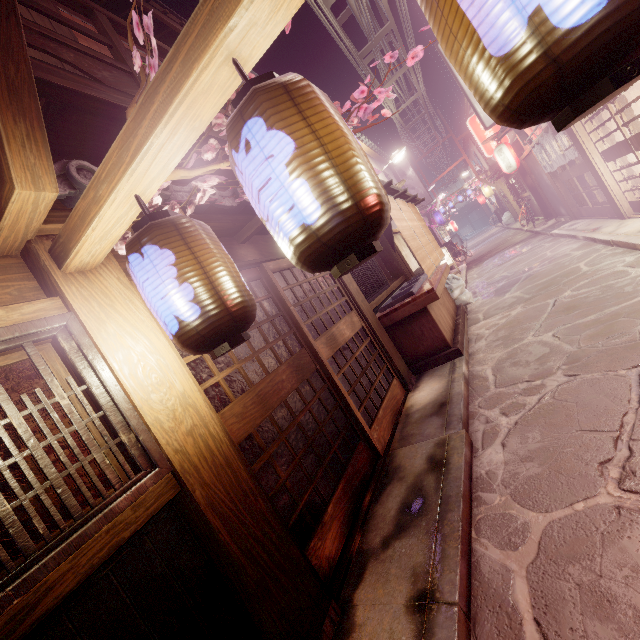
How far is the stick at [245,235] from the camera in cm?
660

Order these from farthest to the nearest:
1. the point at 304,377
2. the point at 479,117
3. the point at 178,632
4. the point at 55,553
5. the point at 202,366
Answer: the point at 479,117 < the point at 304,377 < the point at 202,366 < the point at 178,632 < the point at 55,553

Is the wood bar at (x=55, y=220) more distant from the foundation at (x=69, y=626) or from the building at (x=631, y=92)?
the building at (x=631, y=92)

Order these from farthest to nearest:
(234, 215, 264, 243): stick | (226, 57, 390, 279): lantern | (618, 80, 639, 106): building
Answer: (618, 80, 639, 106): building → (234, 215, 264, 243): stick → (226, 57, 390, 279): lantern

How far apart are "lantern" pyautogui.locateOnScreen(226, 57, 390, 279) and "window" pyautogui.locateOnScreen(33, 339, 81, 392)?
2.9 meters

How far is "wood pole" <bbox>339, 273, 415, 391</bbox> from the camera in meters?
9.8 m

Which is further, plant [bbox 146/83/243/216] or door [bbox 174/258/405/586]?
door [bbox 174/258/405/586]

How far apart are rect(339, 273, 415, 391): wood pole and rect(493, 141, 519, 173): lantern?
18.4m
